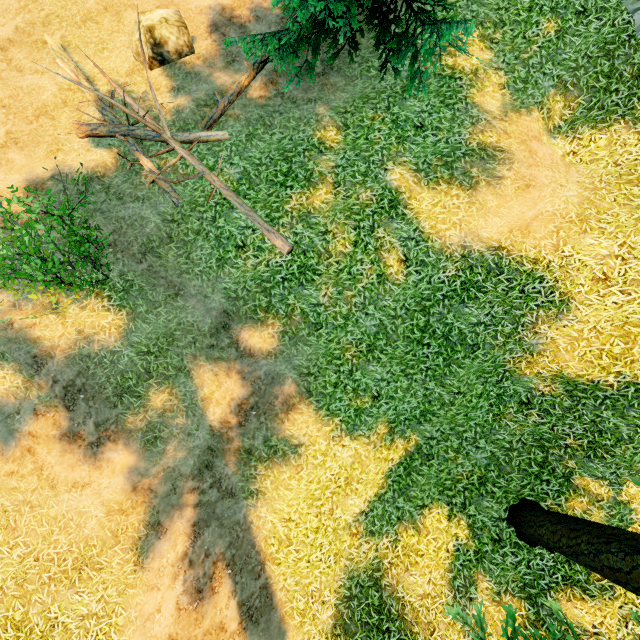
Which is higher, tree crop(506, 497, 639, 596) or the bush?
the bush

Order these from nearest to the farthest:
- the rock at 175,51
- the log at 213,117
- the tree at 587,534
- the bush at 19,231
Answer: the tree at 587,534 < the bush at 19,231 < the log at 213,117 < the rock at 175,51

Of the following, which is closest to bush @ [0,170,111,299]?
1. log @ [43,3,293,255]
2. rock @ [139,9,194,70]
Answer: log @ [43,3,293,255]

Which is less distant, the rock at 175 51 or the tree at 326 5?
the tree at 326 5

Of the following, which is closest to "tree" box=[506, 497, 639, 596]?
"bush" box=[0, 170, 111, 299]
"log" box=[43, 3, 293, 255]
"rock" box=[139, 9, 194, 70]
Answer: "log" box=[43, 3, 293, 255]

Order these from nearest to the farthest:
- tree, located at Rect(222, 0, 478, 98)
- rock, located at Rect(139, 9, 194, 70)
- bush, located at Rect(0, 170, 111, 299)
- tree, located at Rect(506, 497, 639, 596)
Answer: tree, located at Rect(506, 497, 639, 596), bush, located at Rect(0, 170, 111, 299), tree, located at Rect(222, 0, 478, 98), rock, located at Rect(139, 9, 194, 70)

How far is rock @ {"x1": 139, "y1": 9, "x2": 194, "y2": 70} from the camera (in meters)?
8.76

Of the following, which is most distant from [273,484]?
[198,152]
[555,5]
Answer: [555,5]
